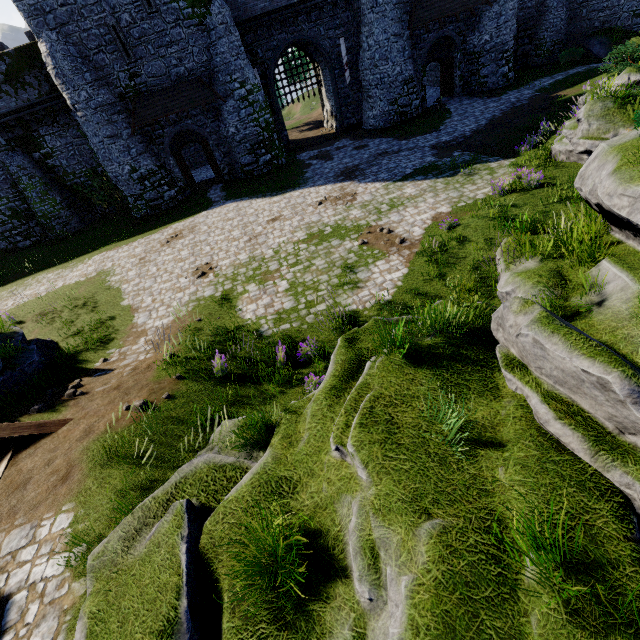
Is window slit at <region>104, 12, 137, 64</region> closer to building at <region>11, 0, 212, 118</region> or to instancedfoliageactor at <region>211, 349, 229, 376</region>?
building at <region>11, 0, 212, 118</region>

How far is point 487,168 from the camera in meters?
14.6 m

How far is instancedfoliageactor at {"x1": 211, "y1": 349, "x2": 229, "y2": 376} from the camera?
8.55m

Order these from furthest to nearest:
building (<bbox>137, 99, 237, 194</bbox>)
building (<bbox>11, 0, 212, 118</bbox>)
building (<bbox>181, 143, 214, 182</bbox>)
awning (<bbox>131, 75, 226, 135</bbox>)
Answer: building (<bbox>181, 143, 214, 182</bbox>)
building (<bbox>137, 99, 237, 194</bbox>)
awning (<bbox>131, 75, 226, 135</bbox>)
building (<bbox>11, 0, 212, 118</bbox>)

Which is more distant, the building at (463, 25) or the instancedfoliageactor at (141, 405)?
the building at (463, 25)

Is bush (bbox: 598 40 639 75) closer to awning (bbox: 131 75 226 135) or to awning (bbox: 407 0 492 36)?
awning (bbox: 407 0 492 36)

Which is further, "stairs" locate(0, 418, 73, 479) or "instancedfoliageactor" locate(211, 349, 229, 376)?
"instancedfoliageactor" locate(211, 349, 229, 376)

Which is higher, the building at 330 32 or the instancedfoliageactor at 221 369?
the building at 330 32
